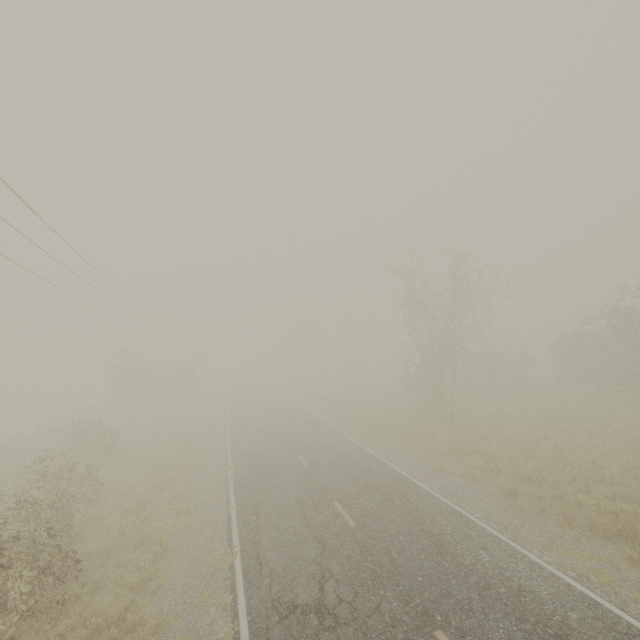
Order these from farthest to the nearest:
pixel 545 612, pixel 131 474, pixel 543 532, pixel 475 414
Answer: pixel 475 414 < pixel 131 474 < pixel 543 532 < pixel 545 612

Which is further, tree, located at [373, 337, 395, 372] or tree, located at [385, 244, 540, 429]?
tree, located at [373, 337, 395, 372]

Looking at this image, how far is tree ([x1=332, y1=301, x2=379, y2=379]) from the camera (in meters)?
49.12

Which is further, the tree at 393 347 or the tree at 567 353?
the tree at 393 347

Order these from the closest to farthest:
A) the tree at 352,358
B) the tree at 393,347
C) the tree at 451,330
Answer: the tree at 451,330 → the tree at 352,358 → the tree at 393,347

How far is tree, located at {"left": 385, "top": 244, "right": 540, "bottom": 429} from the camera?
20.59m
